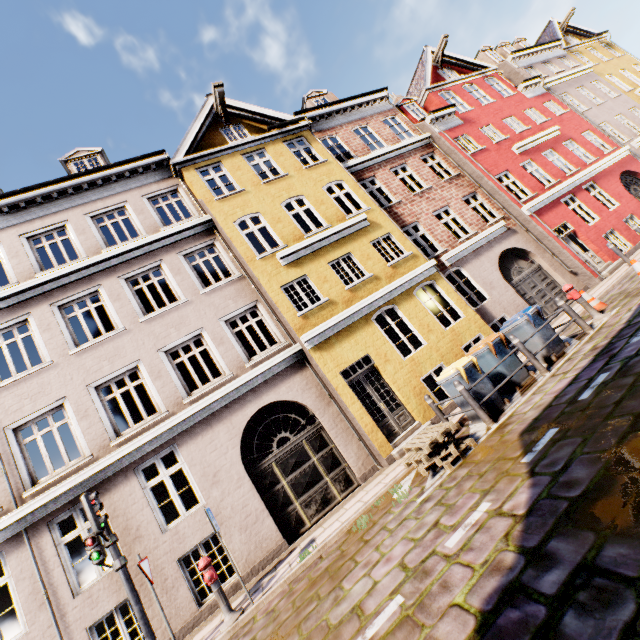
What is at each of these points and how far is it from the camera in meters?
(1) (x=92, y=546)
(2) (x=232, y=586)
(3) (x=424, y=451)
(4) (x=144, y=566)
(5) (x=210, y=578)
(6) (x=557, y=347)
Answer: (1) pedestrian light, 6.1
(2) building, 7.6
(3) pallet, 6.1
(4) sign, 6.0
(5) hydrant, 6.1
(6) trash bin, 7.9

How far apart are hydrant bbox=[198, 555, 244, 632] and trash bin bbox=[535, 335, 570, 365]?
8.5m

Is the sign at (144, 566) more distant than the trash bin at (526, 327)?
No

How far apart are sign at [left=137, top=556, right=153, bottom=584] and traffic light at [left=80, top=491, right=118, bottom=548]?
0.6 meters

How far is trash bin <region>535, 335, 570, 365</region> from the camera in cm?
783

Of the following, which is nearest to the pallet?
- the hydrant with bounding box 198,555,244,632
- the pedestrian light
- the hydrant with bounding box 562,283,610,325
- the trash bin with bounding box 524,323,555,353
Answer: the trash bin with bounding box 524,323,555,353

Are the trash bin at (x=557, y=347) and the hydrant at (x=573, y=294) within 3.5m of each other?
yes

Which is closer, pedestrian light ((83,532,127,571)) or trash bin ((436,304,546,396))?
pedestrian light ((83,532,127,571))
